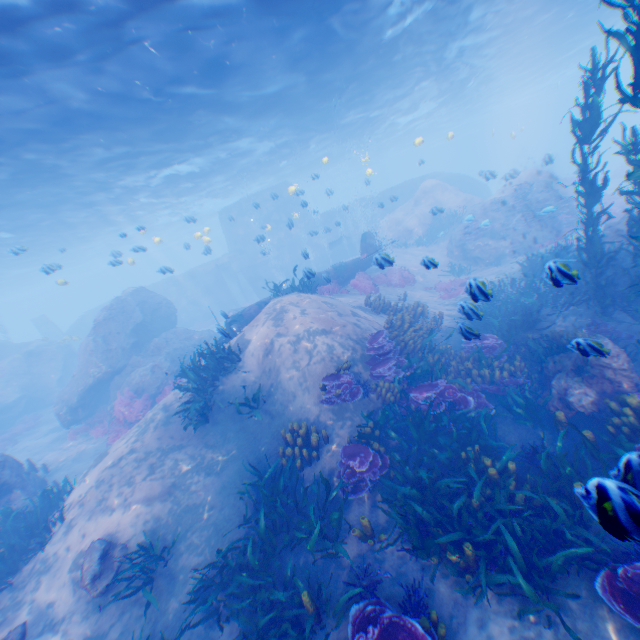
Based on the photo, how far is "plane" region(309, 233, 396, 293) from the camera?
13.48m

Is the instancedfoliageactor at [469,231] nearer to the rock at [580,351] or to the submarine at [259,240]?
the rock at [580,351]

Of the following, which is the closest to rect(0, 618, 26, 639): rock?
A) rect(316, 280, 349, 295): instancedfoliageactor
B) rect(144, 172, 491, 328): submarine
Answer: rect(144, 172, 491, 328): submarine

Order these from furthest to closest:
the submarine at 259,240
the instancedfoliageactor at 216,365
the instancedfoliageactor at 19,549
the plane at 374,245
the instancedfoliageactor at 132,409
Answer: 1. the submarine at 259,240
2. the instancedfoliageactor at 132,409
3. the plane at 374,245
4. the instancedfoliageactor at 216,365
5. the instancedfoliageactor at 19,549

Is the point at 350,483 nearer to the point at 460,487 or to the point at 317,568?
the point at 317,568

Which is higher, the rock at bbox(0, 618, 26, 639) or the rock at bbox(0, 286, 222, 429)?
the rock at bbox(0, 286, 222, 429)

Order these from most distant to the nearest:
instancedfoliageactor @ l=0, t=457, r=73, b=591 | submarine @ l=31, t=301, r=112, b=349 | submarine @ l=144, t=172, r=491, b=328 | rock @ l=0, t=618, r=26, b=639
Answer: submarine @ l=31, t=301, r=112, b=349, submarine @ l=144, t=172, r=491, b=328, instancedfoliageactor @ l=0, t=457, r=73, b=591, rock @ l=0, t=618, r=26, b=639
